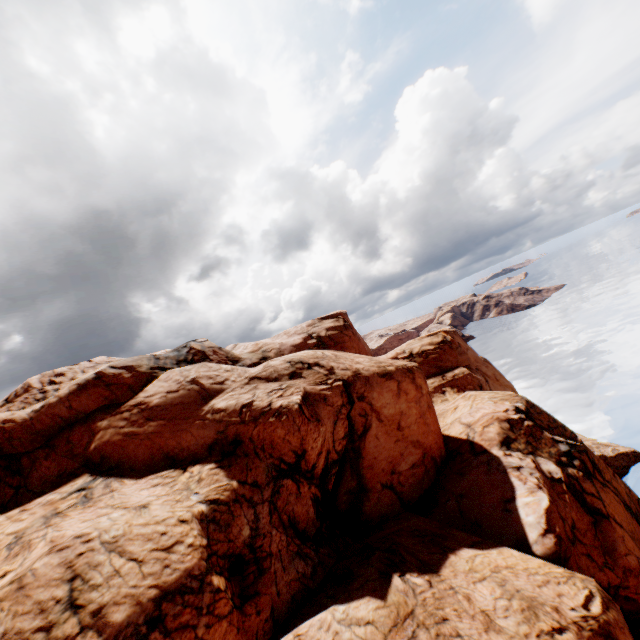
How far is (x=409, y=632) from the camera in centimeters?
1110cm
